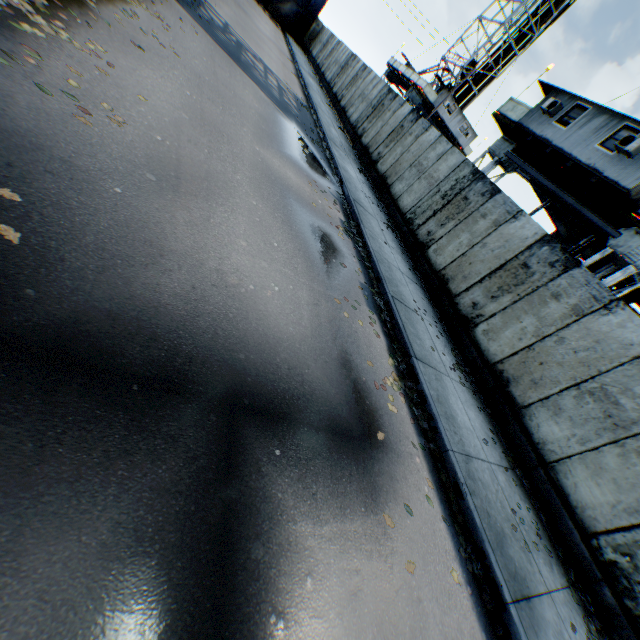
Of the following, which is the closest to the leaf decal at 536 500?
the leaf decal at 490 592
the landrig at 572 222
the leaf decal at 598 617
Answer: the leaf decal at 598 617

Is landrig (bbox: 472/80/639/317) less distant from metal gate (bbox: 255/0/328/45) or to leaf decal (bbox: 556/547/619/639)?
leaf decal (bbox: 556/547/619/639)

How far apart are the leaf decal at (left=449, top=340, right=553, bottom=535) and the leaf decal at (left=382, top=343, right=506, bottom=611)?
1.91m

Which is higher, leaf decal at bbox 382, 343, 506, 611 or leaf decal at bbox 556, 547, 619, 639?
leaf decal at bbox 556, 547, 619, 639

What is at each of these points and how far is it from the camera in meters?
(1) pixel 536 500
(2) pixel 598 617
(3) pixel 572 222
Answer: (1) leaf decal, 6.3
(2) leaf decal, 5.2
(3) landrig, 17.1

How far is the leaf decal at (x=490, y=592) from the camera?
4.0 meters

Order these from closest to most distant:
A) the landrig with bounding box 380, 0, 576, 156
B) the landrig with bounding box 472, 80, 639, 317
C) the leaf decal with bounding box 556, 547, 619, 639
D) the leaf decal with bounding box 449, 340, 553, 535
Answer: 1. the leaf decal with bounding box 556, 547, 619, 639
2. the leaf decal with bounding box 449, 340, 553, 535
3. the landrig with bounding box 472, 80, 639, 317
4. the landrig with bounding box 380, 0, 576, 156

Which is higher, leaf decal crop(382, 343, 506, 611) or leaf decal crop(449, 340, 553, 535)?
leaf decal crop(449, 340, 553, 535)
